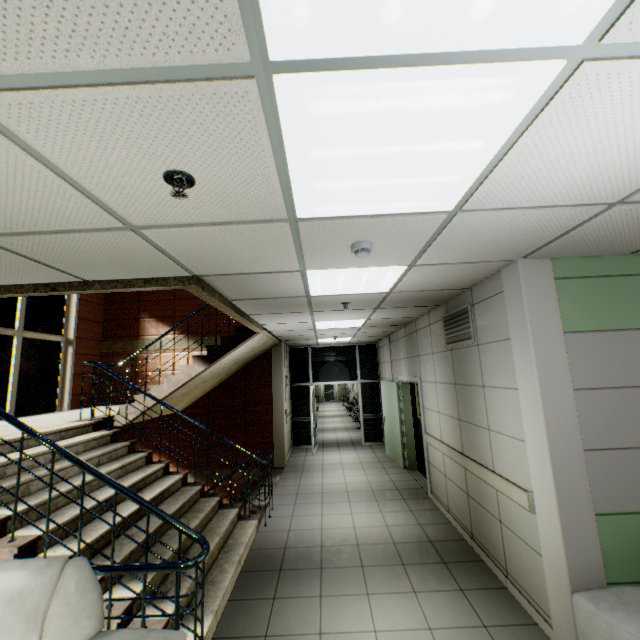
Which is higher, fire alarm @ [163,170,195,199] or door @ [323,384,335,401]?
fire alarm @ [163,170,195,199]

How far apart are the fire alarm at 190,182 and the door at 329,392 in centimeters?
2556cm

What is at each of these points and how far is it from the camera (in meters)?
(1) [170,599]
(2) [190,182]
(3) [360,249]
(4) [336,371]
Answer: (1) stairs, 2.65
(2) fire alarm, 1.55
(3) fire alarm, 2.37
(4) doorway, 10.70

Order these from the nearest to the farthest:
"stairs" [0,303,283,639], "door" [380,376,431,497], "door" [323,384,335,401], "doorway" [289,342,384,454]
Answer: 1. "stairs" [0,303,283,639]
2. "door" [380,376,431,497]
3. "doorway" [289,342,384,454]
4. "door" [323,384,335,401]

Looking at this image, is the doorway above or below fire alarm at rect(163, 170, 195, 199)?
below

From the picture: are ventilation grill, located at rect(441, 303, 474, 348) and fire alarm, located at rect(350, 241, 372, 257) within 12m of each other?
yes

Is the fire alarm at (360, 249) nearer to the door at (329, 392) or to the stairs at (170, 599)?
the stairs at (170, 599)

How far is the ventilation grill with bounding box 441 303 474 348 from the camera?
3.96m
